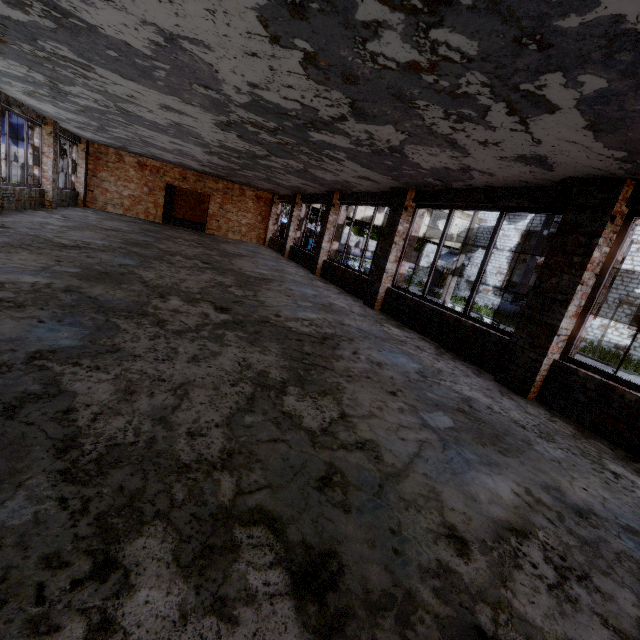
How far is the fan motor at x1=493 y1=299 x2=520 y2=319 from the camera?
24.2m

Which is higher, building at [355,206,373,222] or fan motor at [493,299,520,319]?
building at [355,206,373,222]

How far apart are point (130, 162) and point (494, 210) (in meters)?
18.42

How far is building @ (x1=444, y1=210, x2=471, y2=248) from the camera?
28.1 meters

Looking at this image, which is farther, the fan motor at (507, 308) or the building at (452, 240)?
the building at (452, 240)

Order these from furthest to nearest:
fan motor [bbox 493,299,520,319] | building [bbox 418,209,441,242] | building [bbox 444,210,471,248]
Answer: building [bbox 444,210,471,248]
building [bbox 418,209,441,242]
fan motor [bbox 493,299,520,319]

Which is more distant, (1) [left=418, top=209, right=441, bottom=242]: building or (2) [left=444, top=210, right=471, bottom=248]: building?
(2) [left=444, top=210, right=471, bottom=248]: building

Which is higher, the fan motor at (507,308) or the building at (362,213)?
the building at (362,213)
